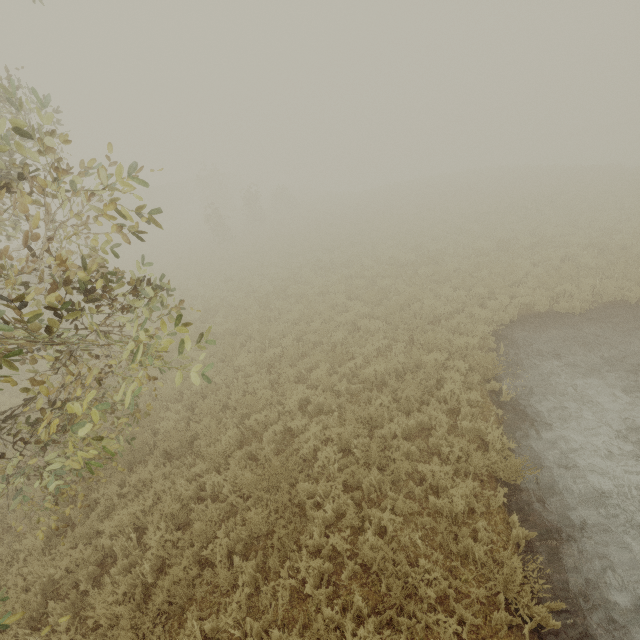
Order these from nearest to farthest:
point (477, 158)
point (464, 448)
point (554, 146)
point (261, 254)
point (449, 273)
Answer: point (464, 448) < point (449, 273) < point (261, 254) < point (554, 146) < point (477, 158)

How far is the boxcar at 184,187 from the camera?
39.1m

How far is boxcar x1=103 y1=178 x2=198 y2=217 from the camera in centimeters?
3912cm
